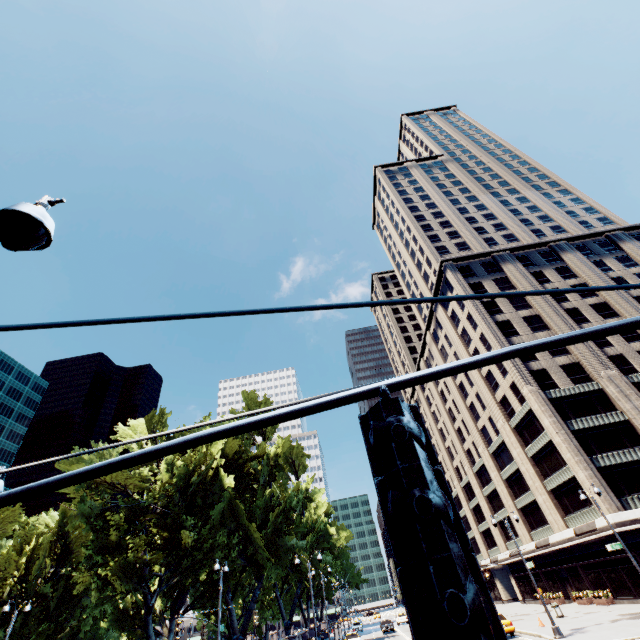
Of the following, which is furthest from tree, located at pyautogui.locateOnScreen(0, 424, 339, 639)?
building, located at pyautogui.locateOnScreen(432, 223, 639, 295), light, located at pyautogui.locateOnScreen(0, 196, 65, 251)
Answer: light, located at pyautogui.locateOnScreen(0, 196, 65, 251)

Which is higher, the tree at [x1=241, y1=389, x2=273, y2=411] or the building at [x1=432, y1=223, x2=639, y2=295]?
the building at [x1=432, y1=223, x2=639, y2=295]

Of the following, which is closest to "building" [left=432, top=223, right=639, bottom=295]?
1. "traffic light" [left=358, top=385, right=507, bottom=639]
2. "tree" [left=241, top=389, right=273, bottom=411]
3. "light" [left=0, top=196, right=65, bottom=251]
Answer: "tree" [left=241, top=389, right=273, bottom=411]

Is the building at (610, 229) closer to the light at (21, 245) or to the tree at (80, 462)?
the tree at (80, 462)

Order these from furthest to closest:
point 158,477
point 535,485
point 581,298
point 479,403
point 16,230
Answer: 1. point 479,403
2. point 581,298
3. point 535,485
4. point 158,477
5. point 16,230

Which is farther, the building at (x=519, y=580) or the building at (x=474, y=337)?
the building at (x=519, y=580)

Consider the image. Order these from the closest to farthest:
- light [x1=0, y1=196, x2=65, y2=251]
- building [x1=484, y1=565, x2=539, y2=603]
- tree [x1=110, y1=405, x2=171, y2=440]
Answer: light [x1=0, y1=196, x2=65, y2=251], tree [x1=110, y1=405, x2=171, y2=440], building [x1=484, y1=565, x2=539, y2=603]
